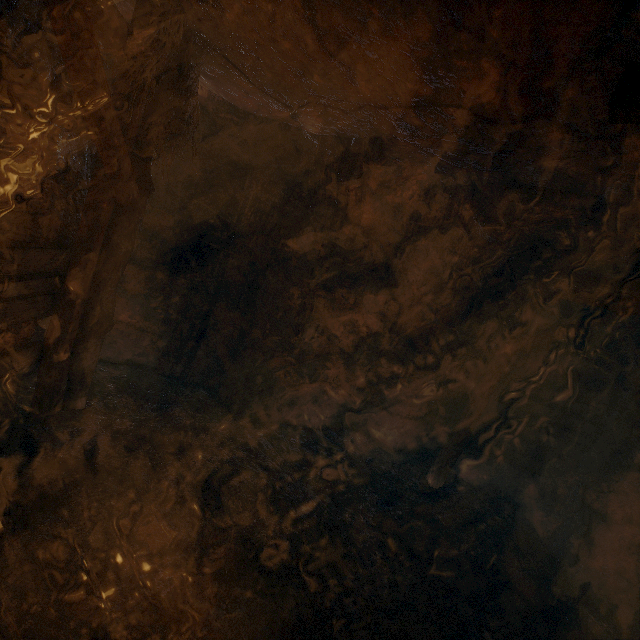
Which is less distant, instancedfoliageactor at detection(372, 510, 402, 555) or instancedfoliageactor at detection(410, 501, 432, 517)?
instancedfoliageactor at detection(372, 510, 402, 555)

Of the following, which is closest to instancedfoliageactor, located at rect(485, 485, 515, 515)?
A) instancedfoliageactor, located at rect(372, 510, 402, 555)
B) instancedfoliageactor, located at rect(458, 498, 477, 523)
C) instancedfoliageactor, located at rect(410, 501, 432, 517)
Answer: instancedfoliageactor, located at rect(458, 498, 477, 523)

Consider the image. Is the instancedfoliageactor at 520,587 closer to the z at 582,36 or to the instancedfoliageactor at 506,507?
the z at 582,36

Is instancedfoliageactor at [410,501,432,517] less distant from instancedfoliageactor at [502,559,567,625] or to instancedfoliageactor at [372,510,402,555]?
instancedfoliageactor at [372,510,402,555]

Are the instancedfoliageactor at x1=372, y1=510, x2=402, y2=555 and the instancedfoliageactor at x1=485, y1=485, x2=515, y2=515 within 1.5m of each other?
no

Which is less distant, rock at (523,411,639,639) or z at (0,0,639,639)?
z at (0,0,639,639)

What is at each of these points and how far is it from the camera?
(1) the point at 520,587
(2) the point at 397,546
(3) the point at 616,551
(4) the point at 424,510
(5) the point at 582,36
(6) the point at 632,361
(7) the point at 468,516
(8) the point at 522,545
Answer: (1) instancedfoliageactor, 4.0 meters
(2) instancedfoliageactor, 4.0 meters
(3) rock, 4.7 meters
(4) instancedfoliageactor, 4.7 meters
(5) z, 1.6 meters
(6) rock, 5.4 meters
(7) instancedfoliageactor, 4.9 meters
(8) instancedfoliageactor, 4.9 meters

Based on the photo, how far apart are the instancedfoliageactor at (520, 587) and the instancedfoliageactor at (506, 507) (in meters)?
1.33
